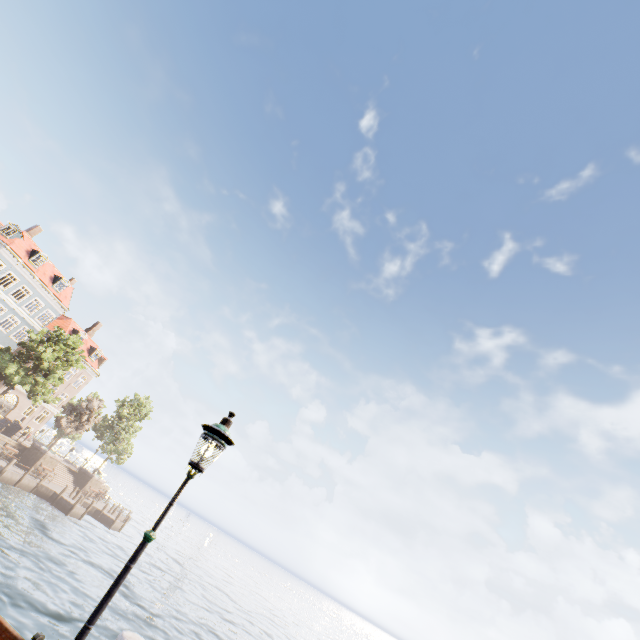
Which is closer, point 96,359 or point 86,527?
point 86,527

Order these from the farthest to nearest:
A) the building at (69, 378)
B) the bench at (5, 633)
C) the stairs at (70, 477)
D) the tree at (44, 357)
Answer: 1. the building at (69, 378)
2. the stairs at (70, 477)
3. the tree at (44, 357)
4. the bench at (5, 633)

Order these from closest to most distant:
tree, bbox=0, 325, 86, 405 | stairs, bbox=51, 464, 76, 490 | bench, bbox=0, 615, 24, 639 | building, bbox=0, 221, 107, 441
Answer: bench, bbox=0, 615, 24, 639, tree, bbox=0, 325, 86, 405, stairs, bbox=51, 464, 76, 490, building, bbox=0, 221, 107, 441

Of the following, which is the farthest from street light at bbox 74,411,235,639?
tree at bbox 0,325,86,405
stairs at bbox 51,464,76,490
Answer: stairs at bbox 51,464,76,490

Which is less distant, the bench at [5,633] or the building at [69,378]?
the bench at [5,633]

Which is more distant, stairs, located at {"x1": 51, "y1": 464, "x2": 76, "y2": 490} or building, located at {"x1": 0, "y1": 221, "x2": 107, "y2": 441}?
building, located at {"x1": 0, "y1": 221, "x2": 107, "y2": 441}

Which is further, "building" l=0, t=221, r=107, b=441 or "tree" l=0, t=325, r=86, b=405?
"building" l=0, t=221, r=107, b=441

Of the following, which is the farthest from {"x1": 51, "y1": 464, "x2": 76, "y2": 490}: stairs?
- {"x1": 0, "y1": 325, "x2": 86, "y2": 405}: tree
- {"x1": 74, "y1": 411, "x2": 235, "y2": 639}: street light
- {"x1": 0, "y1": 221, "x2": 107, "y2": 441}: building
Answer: {"x1": 74, "y1": 411, "x2": 235, "y2": 639}: street light
